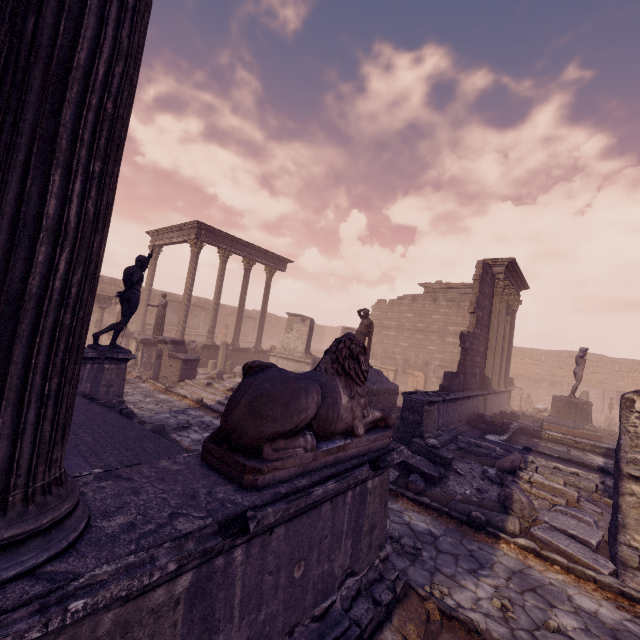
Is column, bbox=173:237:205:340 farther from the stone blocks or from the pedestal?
the pedestal

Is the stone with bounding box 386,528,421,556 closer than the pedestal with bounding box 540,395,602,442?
Yes

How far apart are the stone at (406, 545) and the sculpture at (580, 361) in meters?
12.3 m

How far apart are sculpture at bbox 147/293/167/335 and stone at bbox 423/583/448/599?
15.5m

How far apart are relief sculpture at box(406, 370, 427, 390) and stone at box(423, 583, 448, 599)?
18.5m

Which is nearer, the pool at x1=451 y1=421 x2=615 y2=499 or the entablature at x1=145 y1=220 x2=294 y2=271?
the pool at x1=451 y1=421 x2=615 y2=499

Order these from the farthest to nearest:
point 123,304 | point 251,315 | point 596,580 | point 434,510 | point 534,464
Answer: point 251,315 → point 534,464 → point 123,304 → point 434,510 → point 596,580

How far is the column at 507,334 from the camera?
15.7m
